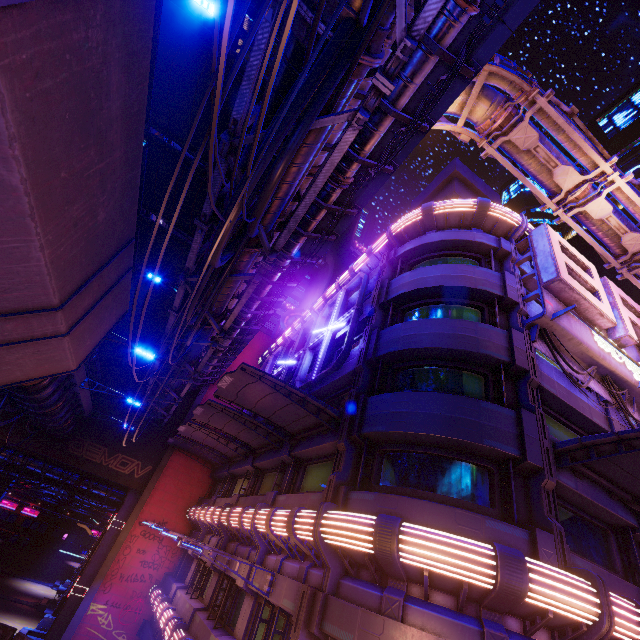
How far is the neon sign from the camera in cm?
1489

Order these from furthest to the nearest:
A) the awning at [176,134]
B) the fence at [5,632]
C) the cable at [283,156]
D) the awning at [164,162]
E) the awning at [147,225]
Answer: the fence at [5,632], the awning at [147,225], the awning at [164,162], the awning at [176,134], the cable at [283,156]

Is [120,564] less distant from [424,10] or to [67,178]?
[67,178]

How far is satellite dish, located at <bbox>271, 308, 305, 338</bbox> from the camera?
29.5m

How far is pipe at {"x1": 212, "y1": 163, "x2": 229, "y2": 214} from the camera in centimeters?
709cm

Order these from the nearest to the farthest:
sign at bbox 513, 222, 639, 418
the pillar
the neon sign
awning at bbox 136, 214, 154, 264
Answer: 1. sign at bbox 513, 222, 639, 418
2. the neon sign
3. awning at bbox 136, 214, 154, 264
4. the pillar

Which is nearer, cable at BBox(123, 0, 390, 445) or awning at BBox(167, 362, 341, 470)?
cable at BBox(123, 0, 390, 445)

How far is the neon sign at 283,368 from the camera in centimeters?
1489cm
